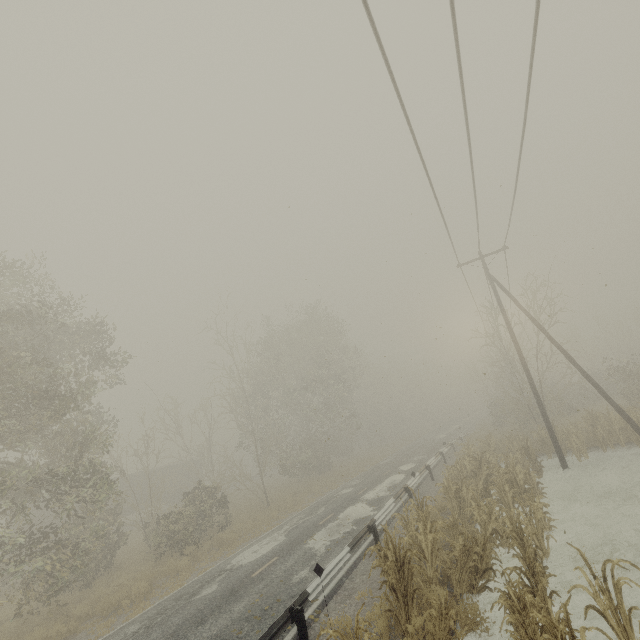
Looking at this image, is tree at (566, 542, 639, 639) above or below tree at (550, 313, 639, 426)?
below

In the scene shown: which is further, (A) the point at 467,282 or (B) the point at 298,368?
(B) the point at 298,368

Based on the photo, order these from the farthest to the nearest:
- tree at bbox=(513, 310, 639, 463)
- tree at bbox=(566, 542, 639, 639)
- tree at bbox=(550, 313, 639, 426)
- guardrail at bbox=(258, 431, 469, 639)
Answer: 1. tree at bbox=(550, 313, 639, 426)
2. tree at bbox=(513, 310, 639, 463)
3. guardrail at bbox=(258, 431, 469, 639)
4. tree at bbox=(566, 542, 639, 639)

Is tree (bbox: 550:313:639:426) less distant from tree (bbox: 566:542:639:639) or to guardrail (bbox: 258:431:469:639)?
guardrail (bbox: 258:431:469:639)

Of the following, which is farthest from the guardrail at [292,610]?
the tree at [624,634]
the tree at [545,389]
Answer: the tree at [624,634]

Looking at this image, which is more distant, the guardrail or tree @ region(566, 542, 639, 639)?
the guardrail

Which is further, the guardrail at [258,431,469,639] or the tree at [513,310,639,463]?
the tree at [513,310,639,463]
